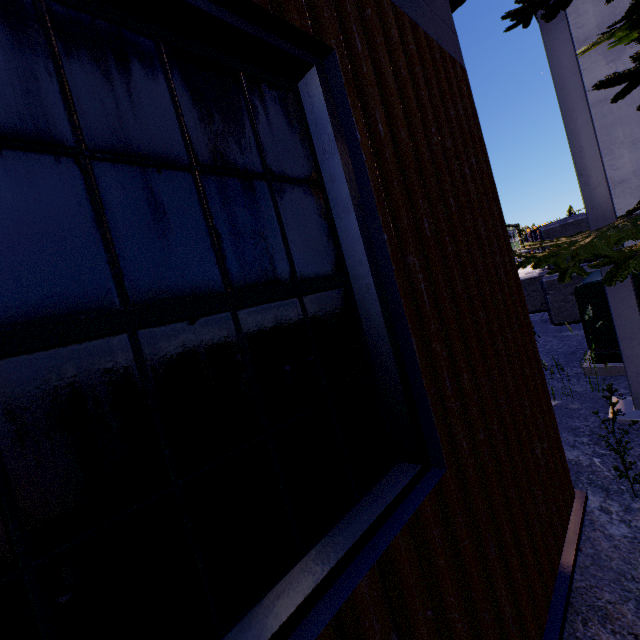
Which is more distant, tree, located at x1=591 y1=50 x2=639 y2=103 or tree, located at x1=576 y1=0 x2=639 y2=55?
tree, located at x1=576 y1=0 x2=639 y2=55

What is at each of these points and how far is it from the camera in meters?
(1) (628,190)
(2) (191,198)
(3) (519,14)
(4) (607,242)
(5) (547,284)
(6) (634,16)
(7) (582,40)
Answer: (1) building, 4.4
(2) building, 0.8
(3) tree, 2.4
(4) tree, 2.4
(5) concrete block, 6.2
(6) tree, 2.8
(7) building, 4.4

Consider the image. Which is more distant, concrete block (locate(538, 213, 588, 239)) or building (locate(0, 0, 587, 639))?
concrete block (locate(538, 213, 588, 239))

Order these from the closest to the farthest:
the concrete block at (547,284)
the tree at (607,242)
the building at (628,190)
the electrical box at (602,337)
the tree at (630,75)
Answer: the tree at (630,75) < the tree at (607,242) < the electrical box at (602,337) < the building at (628,190) < the concrete block at (547,284)

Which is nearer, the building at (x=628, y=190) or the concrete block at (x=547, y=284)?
the building at (x=628, y=190)

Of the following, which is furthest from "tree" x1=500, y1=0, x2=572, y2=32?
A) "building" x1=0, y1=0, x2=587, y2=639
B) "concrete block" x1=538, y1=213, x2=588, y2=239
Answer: "concrete block" x1=538, y1=213, x2=588, y2=239

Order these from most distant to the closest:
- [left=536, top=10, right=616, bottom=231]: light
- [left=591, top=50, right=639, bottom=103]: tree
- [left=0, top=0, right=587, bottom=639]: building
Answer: [left=536, top=10, right=616, bottom=231]: light → [left=591, top=50, right=639, bottom=103]: tree → [left=0, top=0, right=587, bottom=639]: building

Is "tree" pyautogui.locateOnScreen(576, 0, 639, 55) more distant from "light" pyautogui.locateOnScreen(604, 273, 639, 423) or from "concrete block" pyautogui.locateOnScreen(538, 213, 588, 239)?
"concrete block" pyautogui.locateOnScreen(538, 213, 588, 239)
